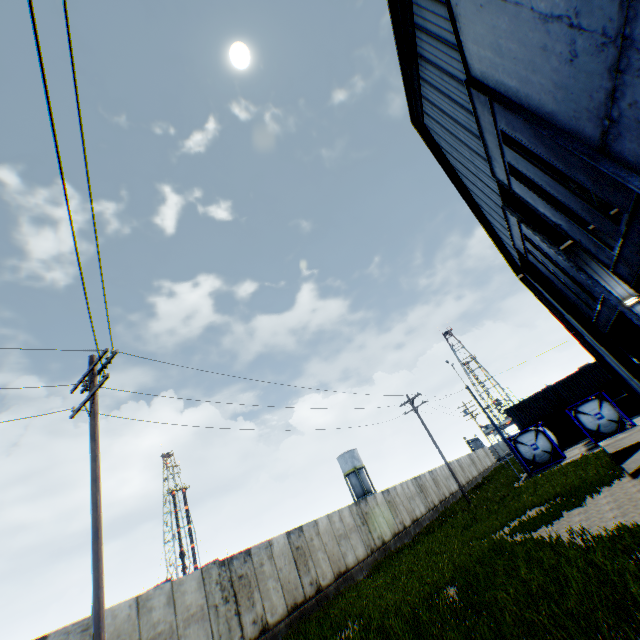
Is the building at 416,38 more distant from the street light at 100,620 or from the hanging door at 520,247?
the street light at 100,620

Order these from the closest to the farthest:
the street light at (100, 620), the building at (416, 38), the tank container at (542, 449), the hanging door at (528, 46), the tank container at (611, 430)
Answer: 1. the hanging door at (528, 46)
2. the street light at (100, 620)
3. the building at (416, 38)
4. the tank container at (611, 430)
5. the tank container at (542, 449)

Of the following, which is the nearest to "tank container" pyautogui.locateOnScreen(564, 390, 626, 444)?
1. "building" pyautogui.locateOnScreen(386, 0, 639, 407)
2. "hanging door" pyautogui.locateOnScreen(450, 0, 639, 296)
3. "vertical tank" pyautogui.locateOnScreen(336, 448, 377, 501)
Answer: "building" pyautogui.locateOnScreen(386, 0, 639, 407)

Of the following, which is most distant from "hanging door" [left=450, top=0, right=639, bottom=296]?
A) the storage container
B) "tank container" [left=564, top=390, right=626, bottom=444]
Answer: the storage container

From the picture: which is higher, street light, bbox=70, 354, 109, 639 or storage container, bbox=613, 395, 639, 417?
street light, bbox=70, 354, 109, 639

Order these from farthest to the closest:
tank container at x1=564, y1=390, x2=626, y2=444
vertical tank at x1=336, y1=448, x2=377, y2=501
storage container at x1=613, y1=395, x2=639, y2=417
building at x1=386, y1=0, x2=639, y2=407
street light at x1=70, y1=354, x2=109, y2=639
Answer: vertical tank at x1=336, y1=448, x2=377, y2=501 → storage container at x1=613, y1=395, x2=639, y2=417 → tank container at x1=564, y1=390, x2=626, y2=444 → building at x1=386, y1=0, x2=639, y2=407 → street light at x1=70, y1=354, x2=109, y2=639

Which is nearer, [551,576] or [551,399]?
[551,576]

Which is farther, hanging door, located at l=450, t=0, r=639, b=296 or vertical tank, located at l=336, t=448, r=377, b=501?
vertical tank, located at l=336, t=448, r=377, b=501
